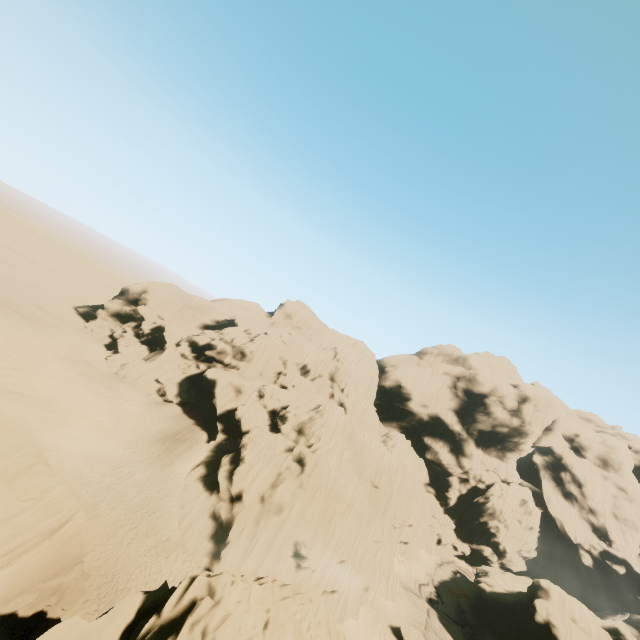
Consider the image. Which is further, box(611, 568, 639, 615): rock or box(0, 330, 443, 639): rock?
box(611, 568, 639, 615): rock

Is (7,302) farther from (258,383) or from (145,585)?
(145,585)

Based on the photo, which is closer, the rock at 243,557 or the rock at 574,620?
the rock at 243,557

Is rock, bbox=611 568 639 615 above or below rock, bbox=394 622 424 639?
above

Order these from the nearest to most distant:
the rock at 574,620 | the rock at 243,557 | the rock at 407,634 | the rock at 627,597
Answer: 1. the rock at 243,557
2. the rock at 407,634
3. the rock at 574,620
4. the rock at 627,597

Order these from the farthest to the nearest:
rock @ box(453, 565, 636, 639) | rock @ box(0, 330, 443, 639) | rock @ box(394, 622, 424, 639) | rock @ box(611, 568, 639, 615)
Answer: rock @ box(611, 568, 639, 615) < rock @ box(453, 565, 636, 639) < rock @ box(394, 622, 424, 639) < rock @ box(0, 330, 443, 639)
